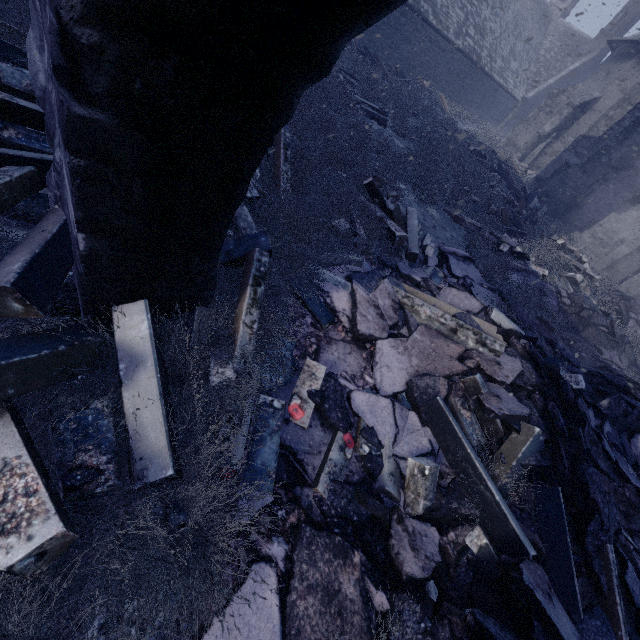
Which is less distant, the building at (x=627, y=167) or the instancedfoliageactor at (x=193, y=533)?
the instancedfoliageactor at (x=193, y=533)

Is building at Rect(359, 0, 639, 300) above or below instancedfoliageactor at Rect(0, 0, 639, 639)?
above

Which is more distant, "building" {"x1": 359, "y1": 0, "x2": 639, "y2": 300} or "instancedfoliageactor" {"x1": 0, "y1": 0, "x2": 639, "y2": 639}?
"building" {"x1": 359, "y1": 0, "x2": 639, "y2": 300}

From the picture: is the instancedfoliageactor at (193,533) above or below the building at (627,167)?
below

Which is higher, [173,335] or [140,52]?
[140,52]
